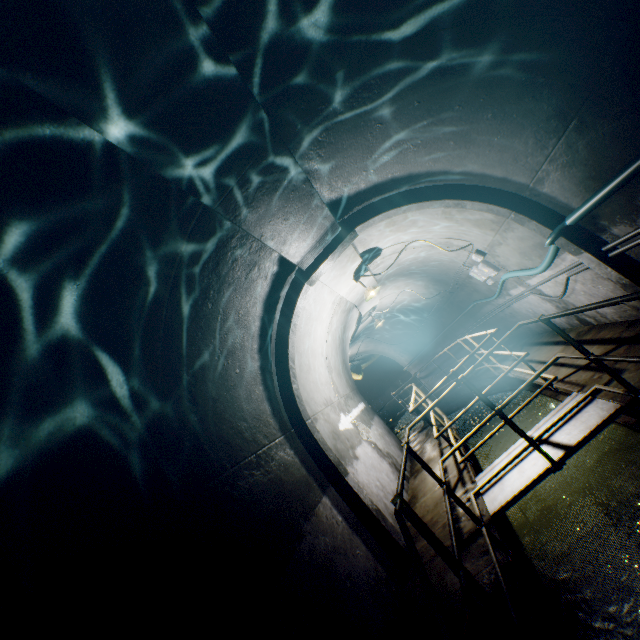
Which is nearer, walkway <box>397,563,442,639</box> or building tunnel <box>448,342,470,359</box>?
walkway <box>397,563,442,639</box>

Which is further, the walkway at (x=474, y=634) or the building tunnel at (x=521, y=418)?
the building tunnel at (x=521, y=418)

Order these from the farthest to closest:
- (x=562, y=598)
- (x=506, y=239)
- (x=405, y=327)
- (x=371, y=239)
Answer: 1. (x=405, y=327)
2. (x=371, y=239)
3. (x=506, y=239)
4. (x=562, y=598)

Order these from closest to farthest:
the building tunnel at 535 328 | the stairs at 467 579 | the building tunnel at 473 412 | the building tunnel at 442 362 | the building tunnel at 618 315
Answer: the stairs at 467 579
the building tunnel at 618 315
the building tunnel at 535 328
the building tunnel at 473 412
the building tunnel at 442 362

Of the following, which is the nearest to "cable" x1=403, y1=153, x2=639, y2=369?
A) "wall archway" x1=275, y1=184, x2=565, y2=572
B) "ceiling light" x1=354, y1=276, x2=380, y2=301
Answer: "wall archway" x1=275, y1=184, x2=565, y2=572

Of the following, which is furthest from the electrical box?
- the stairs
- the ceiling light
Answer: the stairs

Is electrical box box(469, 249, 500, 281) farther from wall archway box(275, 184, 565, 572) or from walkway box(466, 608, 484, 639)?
wall archway box(275, 184, 565, 572)

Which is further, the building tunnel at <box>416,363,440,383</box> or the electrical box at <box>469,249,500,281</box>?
the building tunnel at <box>416,363,440,383</box>
